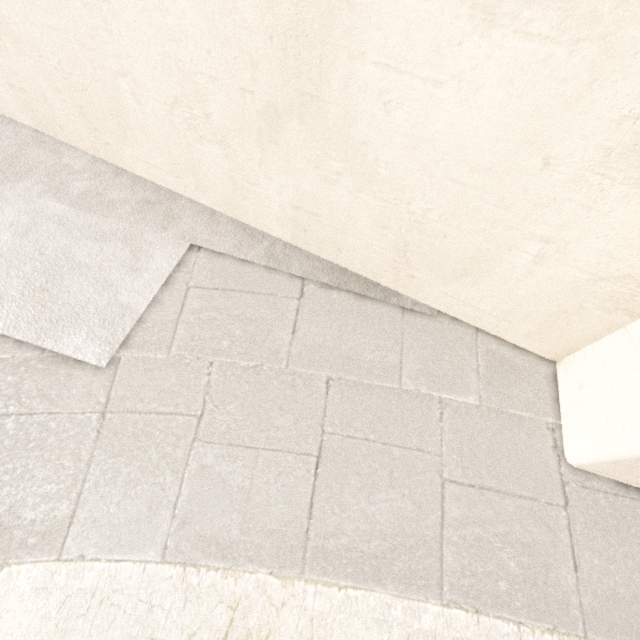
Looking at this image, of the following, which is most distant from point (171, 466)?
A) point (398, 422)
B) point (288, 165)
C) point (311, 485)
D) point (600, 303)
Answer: point (600, 303)
